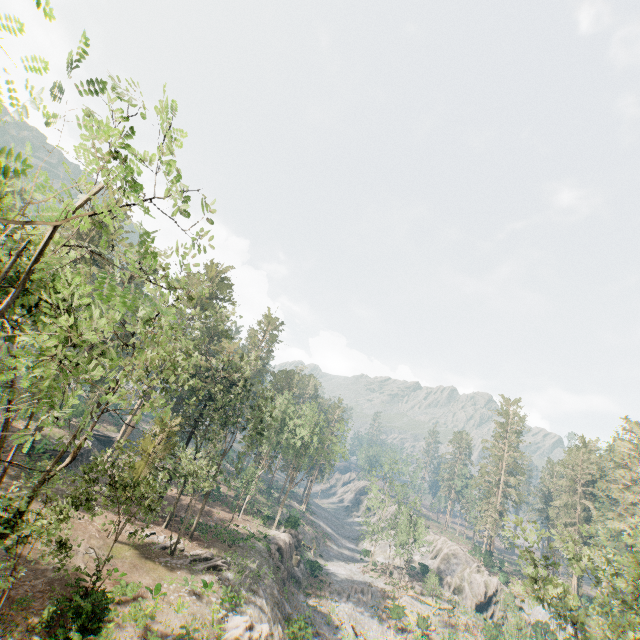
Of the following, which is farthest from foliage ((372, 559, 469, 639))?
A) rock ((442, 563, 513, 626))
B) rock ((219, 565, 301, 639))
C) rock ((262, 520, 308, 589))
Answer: rock ((442, 563, 513, 626))

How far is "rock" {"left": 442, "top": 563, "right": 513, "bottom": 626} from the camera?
52.4 meters

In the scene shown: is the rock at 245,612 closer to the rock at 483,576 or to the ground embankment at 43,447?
the ground embankment at 43,447

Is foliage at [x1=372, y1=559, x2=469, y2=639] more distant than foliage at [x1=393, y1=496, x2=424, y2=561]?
No

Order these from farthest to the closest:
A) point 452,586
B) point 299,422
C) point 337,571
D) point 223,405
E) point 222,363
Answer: point 452,586 < point 337,571 < point 299,422 < point 222,363 < point 223,405

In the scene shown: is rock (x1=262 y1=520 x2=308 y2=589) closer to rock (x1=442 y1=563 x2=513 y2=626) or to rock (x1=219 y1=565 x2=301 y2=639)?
rock (x1=219 y1=565 x2=301 y2=639)

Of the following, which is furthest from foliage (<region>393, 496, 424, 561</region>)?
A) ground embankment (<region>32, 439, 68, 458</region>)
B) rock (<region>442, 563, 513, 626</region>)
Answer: rock (<region>442, 563, 513, 626</region>)

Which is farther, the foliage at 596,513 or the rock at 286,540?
the rock at 286,540
